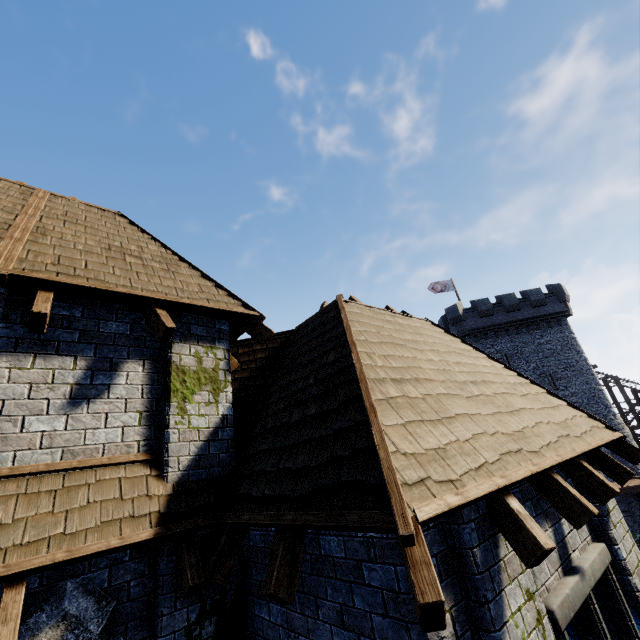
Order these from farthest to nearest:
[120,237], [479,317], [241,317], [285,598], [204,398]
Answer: [479,317] → [120,237] → [241,317] → [204,398] → [285,598]

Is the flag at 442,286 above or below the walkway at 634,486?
above

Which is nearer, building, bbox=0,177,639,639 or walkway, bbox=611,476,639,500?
building, bbox=0,177,639,639

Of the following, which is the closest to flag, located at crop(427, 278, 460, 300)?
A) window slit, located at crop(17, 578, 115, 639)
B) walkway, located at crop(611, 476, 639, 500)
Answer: walkway, located at crop(611, 476, 639, 500)

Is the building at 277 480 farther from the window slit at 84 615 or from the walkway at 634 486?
the walkway at 634 486

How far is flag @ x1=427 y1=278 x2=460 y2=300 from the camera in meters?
34.6

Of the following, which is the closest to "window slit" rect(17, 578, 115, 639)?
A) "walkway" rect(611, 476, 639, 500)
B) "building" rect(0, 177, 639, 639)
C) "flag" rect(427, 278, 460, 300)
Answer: "building" rect(0, 177, 639, 639)

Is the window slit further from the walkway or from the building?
the walkway
